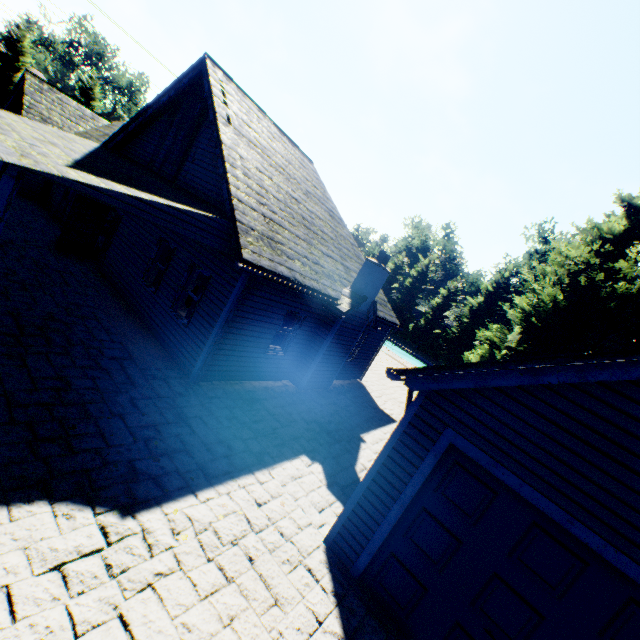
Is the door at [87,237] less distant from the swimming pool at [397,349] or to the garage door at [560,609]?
the garage door at [560,609]

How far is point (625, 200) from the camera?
30.4m

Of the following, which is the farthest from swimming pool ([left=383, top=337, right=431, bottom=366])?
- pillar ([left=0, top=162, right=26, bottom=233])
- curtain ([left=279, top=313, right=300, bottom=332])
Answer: pillar ([left=0, top=162, right=26, bottom=233])

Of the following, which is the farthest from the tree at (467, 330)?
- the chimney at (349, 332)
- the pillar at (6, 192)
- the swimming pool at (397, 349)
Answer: the chimney at (349, 332)

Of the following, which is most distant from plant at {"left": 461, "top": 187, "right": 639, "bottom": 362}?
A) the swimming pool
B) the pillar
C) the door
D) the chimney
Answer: the pillar

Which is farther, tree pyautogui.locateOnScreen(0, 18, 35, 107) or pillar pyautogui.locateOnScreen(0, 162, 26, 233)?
tree pyautogui.locateOnScreen(0, 18, 35, 107)

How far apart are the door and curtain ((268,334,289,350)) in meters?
8.0

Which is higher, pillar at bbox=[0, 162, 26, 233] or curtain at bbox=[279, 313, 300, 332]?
pillar at bbox=[0, 162, 26, 233]
